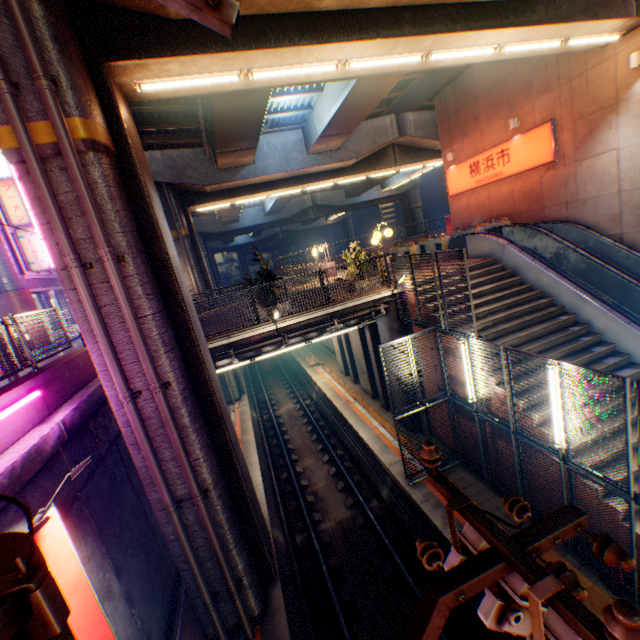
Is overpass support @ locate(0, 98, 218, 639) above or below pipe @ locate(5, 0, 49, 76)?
below

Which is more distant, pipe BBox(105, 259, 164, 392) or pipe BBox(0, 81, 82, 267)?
pipe BBox(105, 259, 164, 392)

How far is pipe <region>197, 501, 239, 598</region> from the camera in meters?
6.7 m

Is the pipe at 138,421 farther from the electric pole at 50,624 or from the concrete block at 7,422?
the electric pole at 50,624

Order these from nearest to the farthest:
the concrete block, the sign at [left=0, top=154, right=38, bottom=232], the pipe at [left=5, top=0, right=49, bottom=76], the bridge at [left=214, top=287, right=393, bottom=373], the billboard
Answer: the billboard → the pipe at [left=5, top=0, right=49, bottom=76] → the concrete block → the bridge at [left=214, top=287, right=393, bottom=373] → the sign at [left=0, top=154, right=38, bottom=232]

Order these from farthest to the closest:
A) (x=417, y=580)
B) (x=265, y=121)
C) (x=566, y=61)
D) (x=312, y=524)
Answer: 1. (x=265, y=121)
2. (x=566, y=61)
3. (x=312, y=524)
4. (x=417, y=580)

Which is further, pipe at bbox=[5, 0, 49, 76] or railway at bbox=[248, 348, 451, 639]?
railway at bbox=[248, 348, 451, 639]

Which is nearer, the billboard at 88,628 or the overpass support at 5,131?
the billboard at 88,628
